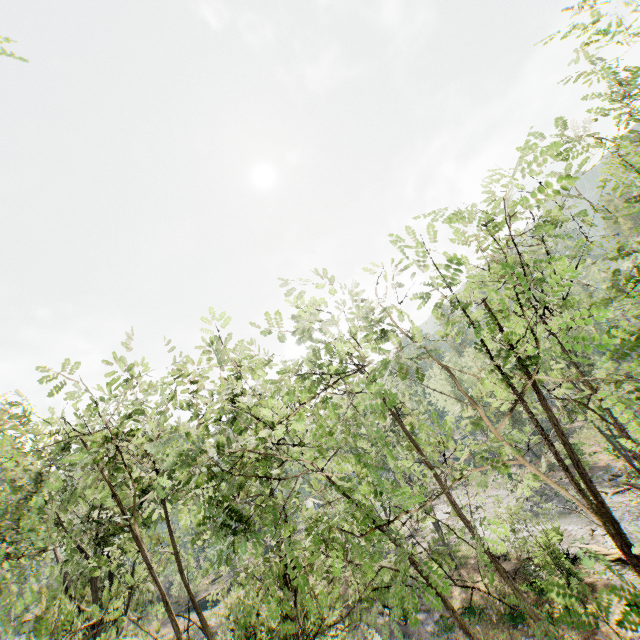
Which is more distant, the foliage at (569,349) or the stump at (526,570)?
the stump at (526,570)

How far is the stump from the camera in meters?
22.6

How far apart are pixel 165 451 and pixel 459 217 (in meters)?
→ 8.51

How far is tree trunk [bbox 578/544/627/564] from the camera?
20.5 meters

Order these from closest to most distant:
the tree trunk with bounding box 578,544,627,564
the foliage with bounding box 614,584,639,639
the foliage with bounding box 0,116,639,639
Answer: the foliage with bounding box 614,584,639,639 → the foliage with bounding box 0,116,639,639 → the tree trunk with bounding box 578,544,627,564

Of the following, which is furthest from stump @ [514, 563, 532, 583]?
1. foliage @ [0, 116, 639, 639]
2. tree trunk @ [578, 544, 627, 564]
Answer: foliage @ [0, 116, 639, 639]

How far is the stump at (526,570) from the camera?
22.60m
